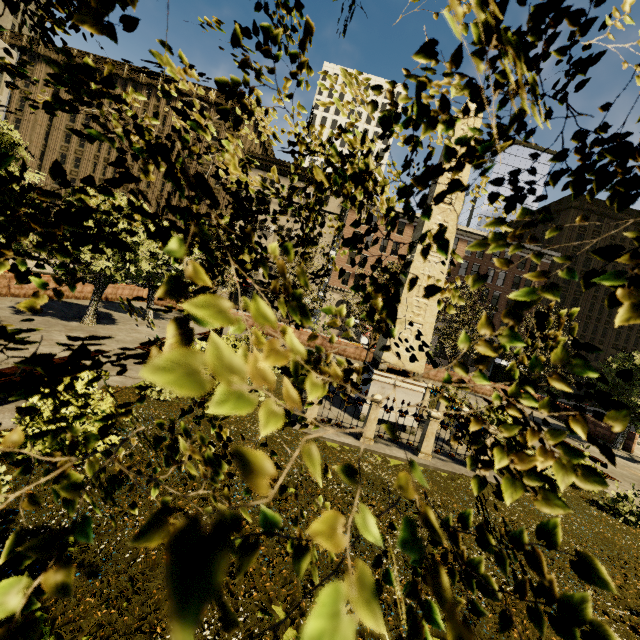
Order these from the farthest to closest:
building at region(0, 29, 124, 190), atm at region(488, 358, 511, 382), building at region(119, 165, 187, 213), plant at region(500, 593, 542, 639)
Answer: building at region(119, 165, 187, 213) < building at region(0, 29, 124, 190) < atm at region(488, 358, 511, 382) < plant at region(500, 593, 542, 639)

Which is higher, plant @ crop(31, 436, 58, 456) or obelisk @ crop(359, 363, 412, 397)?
obelisk @ crop(359, 363, 412, 397)

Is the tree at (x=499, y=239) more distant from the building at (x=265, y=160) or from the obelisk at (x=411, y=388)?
the obelisk at (x=411, y=388)

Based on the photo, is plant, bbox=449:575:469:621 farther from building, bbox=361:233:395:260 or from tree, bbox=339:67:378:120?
building, bbox=361:233:395:260

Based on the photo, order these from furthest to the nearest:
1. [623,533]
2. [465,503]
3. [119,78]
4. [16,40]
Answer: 1. [119,78]
2. [16,40]
3. [623,533]
4. [465,503]

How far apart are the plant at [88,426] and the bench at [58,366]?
1.6m

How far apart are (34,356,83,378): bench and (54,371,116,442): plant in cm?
162

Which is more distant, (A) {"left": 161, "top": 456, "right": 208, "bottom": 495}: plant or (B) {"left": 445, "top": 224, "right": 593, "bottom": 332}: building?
(B) {"left": 445, "top": 224, "right": 593, "bottom": 332}: building
